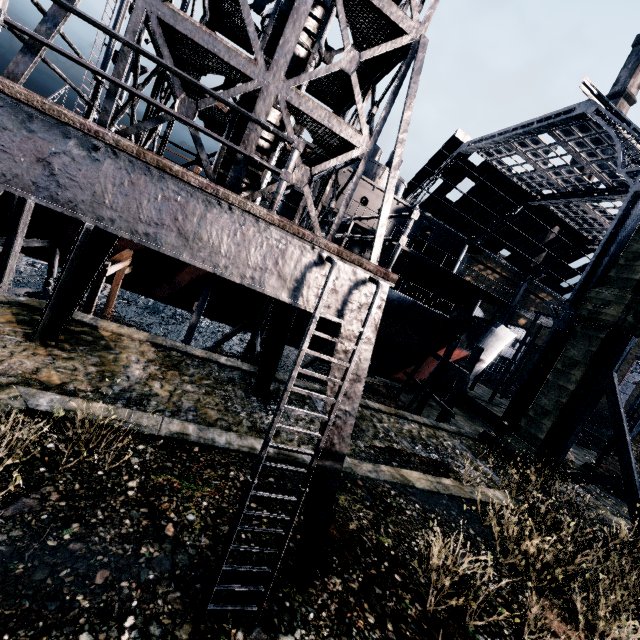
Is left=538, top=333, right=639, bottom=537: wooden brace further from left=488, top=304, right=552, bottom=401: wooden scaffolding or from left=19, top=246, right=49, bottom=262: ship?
left=488, top=304, right=552, bottom=401: wooden scaffolding

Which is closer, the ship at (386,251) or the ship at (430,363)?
the ship at (386,251)

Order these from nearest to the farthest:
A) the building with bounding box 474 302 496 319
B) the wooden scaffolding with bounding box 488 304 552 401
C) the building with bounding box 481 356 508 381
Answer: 1. the wooden scaffolding with bounding box 488 304 552 401
2. the building with bounding box 474 302 496 319
3. the building with bounding box 481 356 508 381

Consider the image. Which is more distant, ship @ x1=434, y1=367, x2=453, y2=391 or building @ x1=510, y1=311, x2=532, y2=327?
building @ x1=510, y1=311, x2=532, y2=327

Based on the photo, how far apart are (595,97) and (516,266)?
30.4m

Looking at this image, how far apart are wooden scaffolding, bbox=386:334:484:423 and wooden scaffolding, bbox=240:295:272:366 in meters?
13.2

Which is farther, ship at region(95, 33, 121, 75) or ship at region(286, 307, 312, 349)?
ship at region(286, 307, 312, 349)

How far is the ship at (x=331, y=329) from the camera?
23.3m
